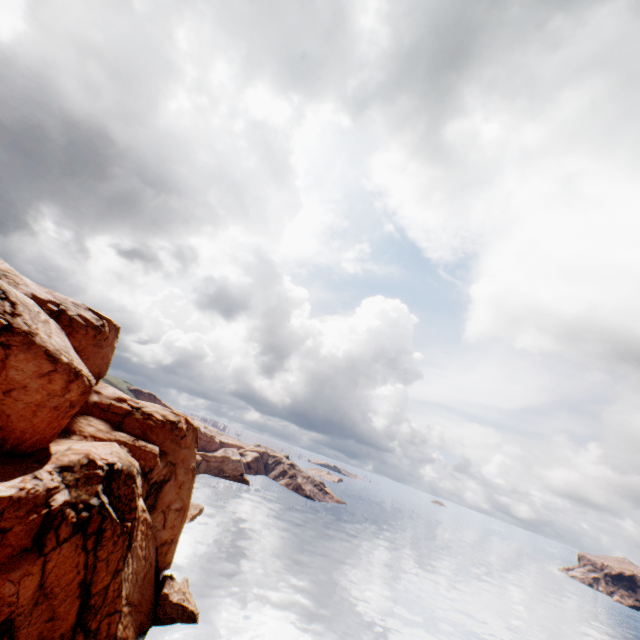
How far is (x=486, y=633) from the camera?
59.4m
